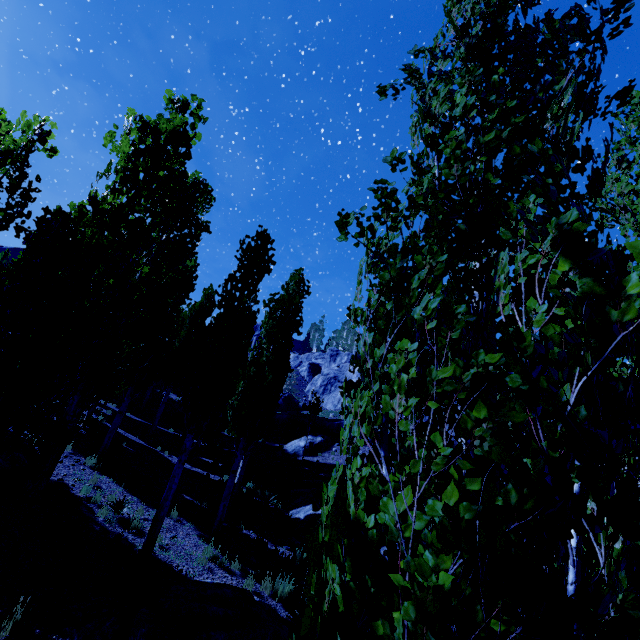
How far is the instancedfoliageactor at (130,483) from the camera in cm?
1124

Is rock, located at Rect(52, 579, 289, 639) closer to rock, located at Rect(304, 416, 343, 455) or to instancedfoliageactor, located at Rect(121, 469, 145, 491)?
instancedfoliageactor, located at Rect(121, 469, 145, 491)

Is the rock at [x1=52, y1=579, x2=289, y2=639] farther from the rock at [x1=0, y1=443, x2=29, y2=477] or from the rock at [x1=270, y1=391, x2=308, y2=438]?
the rock at [x1=270, y1=391, x2=308, y2=438]

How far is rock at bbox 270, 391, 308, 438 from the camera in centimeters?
2709cm

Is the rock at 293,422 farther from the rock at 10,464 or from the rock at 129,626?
the rock at 10,464

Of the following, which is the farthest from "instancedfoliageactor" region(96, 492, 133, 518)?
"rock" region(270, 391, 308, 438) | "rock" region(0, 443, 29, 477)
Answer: "rock" region(0, 443, 29, 477)

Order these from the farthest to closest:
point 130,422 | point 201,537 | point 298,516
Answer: point 130,422
point 298,516
point 201,537
